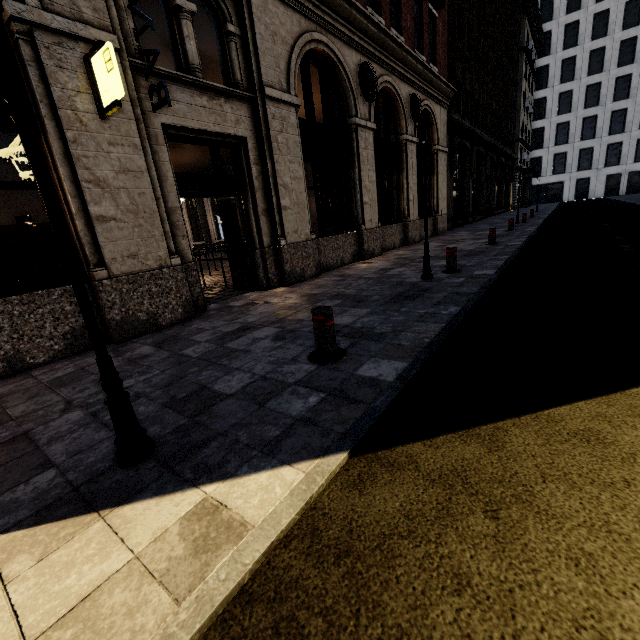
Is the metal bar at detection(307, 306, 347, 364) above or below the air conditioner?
below

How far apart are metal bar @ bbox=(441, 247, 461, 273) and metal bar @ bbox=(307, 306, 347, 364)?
4.55m

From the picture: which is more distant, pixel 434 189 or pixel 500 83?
pixel 500 83

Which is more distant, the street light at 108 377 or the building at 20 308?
the building at 20 308

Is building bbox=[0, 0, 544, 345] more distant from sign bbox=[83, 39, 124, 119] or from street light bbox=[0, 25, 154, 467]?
street light bbox=[0, 25, 154, 467]

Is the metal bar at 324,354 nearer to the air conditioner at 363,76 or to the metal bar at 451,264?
the metal bar at 451,264

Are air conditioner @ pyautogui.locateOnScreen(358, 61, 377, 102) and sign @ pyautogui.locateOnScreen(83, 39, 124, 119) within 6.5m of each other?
no

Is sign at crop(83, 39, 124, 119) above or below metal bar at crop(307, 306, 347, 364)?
above
